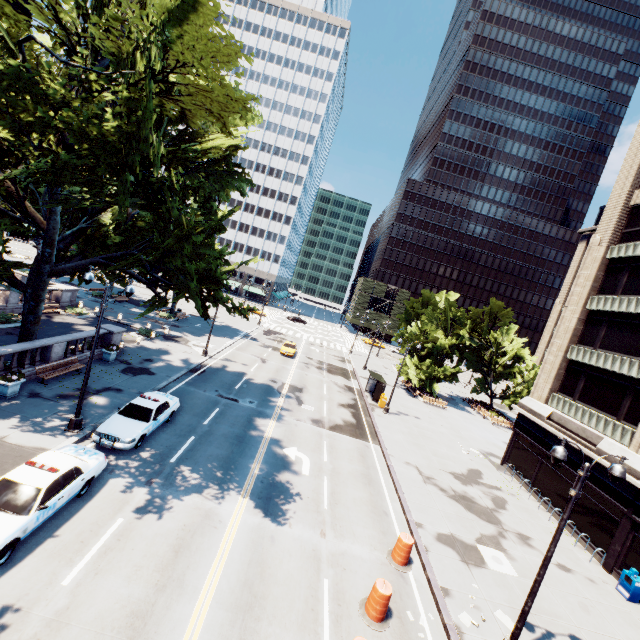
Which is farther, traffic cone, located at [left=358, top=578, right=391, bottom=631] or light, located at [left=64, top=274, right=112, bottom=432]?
light, located at [left=64, top=274, right=112, bottom=432]

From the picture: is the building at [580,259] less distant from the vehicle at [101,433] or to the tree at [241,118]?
the tree at [241,118]

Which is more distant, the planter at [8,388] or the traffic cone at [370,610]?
the planter at [8,388]

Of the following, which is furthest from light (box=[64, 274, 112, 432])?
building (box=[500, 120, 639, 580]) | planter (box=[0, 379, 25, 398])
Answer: building (box=[500, 120, 639, 580])

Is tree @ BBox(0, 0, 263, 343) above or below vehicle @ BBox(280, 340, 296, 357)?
above

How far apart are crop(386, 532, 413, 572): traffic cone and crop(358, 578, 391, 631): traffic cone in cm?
183

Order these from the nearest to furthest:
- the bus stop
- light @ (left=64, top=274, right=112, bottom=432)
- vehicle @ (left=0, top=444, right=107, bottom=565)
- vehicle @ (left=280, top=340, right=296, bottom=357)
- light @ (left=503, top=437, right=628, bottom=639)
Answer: vehicle @ (left=0, top=444, right=107, bottom=565), light @ (left=503, top=437, right=628, bottom=639), light @ (left=64, top=274, right=112, bottom=432), the bus stop, vehicle @ (left=280, top=340, right=296, bottom=357)

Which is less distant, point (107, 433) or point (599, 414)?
point (107, 433)
